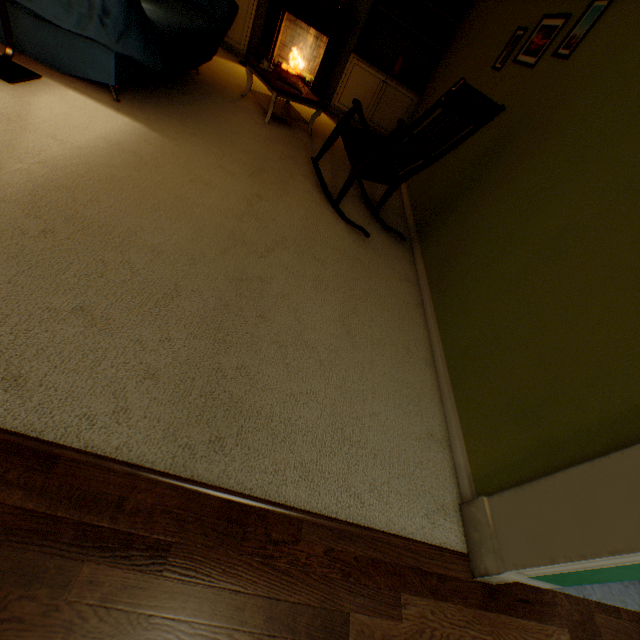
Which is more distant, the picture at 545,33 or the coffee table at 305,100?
the coffee table at 305,100

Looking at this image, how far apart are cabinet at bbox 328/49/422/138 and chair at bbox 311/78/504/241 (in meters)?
2.52

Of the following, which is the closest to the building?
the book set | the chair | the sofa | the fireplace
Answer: the chair

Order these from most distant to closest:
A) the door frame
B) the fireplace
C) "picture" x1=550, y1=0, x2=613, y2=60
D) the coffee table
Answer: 1. the fireplace
2. the coffee table
3. "picture" x1=550, y1=0, x2=613, y2=60
4. the door frame

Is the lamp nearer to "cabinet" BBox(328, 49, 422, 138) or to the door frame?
the door frame

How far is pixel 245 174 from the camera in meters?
2.5

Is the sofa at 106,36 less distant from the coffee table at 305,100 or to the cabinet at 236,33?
the coffee table at 305,100

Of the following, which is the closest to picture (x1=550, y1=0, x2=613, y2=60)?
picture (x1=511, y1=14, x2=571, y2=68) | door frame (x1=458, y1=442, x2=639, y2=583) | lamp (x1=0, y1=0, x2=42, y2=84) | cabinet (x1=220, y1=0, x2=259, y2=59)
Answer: picture (x1=511, y1=14, x2=571, y2=68)
